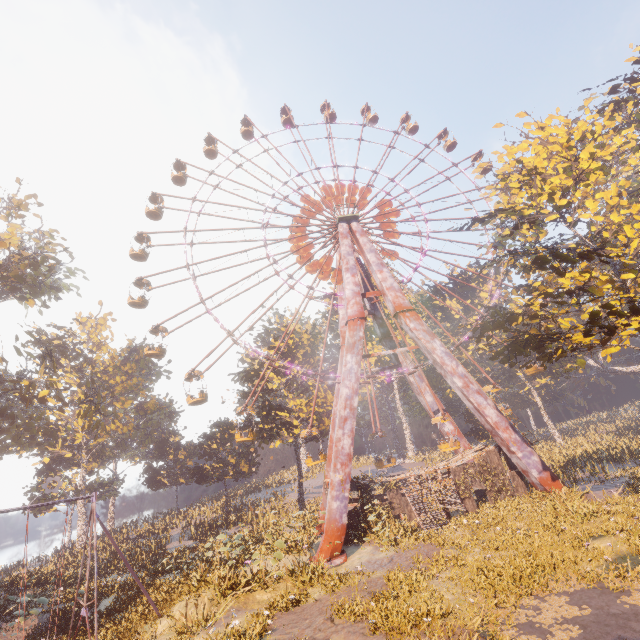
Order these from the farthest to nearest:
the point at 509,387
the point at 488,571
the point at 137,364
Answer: the point at 509,387, the point at 137,364, the point at 488,571

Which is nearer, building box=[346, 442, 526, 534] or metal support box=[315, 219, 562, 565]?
metal support box=[315, 219, 562, 565]

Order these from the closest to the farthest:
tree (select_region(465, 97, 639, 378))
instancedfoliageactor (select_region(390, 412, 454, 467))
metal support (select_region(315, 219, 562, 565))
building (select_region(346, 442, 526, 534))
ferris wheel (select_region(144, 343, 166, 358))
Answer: tree (select_region(465, 97, 639, 378)) < metal support (select_region(315, 219, 562, 565)) < building (select_region(346, 442, 526, 534)) < ferris wheel (select_region(144, 343, 166, 358)) < instancedfoliageactor (select_region(390, 412, 454, 467))

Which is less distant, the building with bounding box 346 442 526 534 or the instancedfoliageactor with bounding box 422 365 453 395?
the building with bounding box 346 442 526 534

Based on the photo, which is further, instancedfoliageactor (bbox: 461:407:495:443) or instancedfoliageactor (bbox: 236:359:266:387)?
instancedfoliageactor (bbox: 461:407:495:443)

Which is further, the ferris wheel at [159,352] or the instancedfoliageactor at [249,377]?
the instancedfoliageactor at [249,377]

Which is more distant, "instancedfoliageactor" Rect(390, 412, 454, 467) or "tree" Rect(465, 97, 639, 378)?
"instancedfoliageactor" Rect(390, 412, 454, 467)

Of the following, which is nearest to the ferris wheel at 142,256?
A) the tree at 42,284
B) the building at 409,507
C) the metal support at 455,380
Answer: the metal support at 455,380
